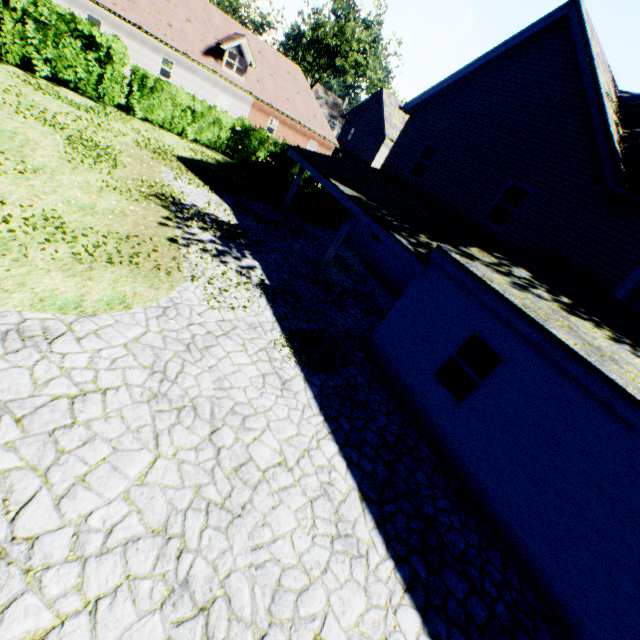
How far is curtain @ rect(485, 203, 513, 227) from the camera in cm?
1193

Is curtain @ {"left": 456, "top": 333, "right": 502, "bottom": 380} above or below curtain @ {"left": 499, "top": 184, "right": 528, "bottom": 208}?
below

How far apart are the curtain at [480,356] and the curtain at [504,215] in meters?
6.8 m

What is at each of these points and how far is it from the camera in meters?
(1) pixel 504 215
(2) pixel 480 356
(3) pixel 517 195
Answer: (1) curtain, 12.1 m
(2) curtain, 7.1 m
(3) curtain, 11.7 m

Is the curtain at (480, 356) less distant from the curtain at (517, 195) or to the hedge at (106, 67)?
the curtain at (517, 195)

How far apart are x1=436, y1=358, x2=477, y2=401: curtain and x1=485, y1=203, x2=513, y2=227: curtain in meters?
6.8 m

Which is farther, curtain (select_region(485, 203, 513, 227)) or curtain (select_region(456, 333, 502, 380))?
curtain (select_region(485, 203, 513, 227))

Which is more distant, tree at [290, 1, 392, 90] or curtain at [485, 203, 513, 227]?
tree at [290, 1, 392, 90]
